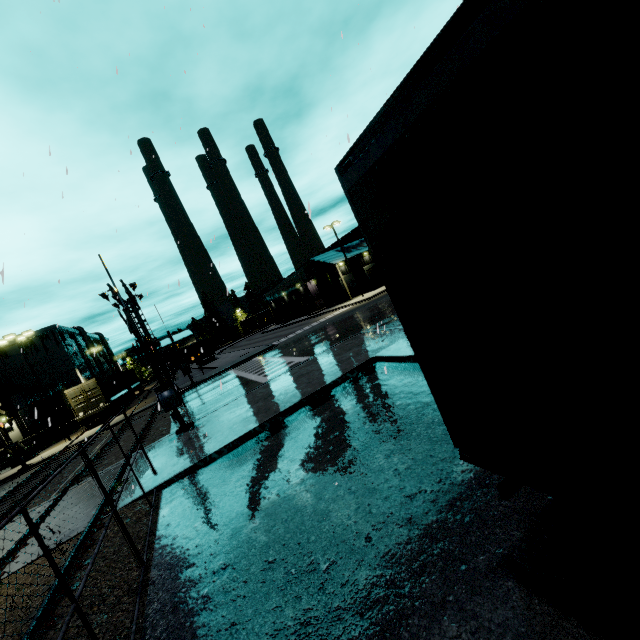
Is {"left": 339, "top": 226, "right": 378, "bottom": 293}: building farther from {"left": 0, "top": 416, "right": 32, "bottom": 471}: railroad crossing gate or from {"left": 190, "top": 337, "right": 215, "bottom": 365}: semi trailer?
{"left": 0, "top": 416, "right": 32, "bottom": 471}: railroad crossing gate

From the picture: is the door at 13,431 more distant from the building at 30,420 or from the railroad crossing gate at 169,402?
the railroad crossing gate at 169,402

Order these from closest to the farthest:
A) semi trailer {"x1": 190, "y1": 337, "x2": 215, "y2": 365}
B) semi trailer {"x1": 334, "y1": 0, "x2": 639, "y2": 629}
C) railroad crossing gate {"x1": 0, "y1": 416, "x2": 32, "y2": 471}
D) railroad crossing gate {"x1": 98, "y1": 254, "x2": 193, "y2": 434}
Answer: semi trailer {"x1": 334, "y1": 0, "x2": 639, "y2": 629} → railroad crossing gate {"x1": 98, "y1": 254, "x2": 193, "y2": 434} → railroad crossing gate {"x1": 0, "y1": 416, "x2": 32, "y2": 471} → semi trailer {"x1": 190, "y1": 337, "x2": 215, "y2": 365}

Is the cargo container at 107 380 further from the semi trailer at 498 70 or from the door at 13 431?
the door at 13 431

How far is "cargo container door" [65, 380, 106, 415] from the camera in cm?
2919

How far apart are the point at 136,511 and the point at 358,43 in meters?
16.2

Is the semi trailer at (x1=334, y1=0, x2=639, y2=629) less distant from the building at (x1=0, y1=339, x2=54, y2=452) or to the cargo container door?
the building at (x1=0, y1=339, x2=54, y2=452)

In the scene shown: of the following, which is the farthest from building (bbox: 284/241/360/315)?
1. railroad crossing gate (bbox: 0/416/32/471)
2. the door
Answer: railroad crossing gate (bbox: 0/416/32/471)
